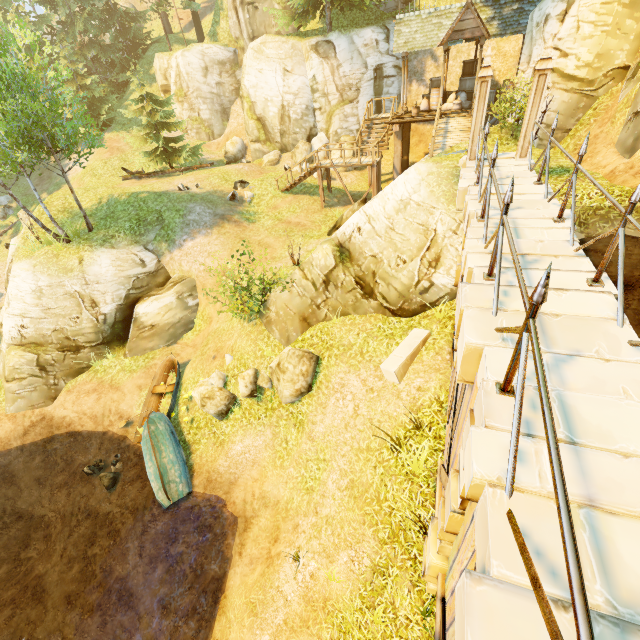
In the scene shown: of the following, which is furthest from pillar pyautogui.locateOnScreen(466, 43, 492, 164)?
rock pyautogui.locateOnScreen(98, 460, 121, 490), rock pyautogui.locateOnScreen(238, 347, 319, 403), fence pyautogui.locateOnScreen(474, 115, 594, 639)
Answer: rock pyautogui.locateOnScreen(98, 460, 121, 490)

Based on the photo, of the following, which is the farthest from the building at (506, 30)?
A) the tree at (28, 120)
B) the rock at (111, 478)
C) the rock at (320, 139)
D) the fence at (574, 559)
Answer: the rock at (111, 478)

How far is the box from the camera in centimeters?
1845cm

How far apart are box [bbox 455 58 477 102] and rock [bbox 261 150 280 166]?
12.5m

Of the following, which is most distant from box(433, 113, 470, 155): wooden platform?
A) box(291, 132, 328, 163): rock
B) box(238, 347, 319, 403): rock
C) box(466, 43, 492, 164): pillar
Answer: box(238, 347, 319, 403): rock

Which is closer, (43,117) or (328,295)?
(328,295)

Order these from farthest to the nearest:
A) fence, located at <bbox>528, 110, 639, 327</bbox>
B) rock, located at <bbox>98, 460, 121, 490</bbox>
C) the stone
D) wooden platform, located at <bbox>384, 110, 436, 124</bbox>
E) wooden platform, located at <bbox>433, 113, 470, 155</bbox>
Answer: wooden platform, located at <bbox>384, 110, 436, 124</bbox> → wooden platform, located at <bbox>433, 113, 470, 155</bbox> → rock, located at <bbox>98, 460, 121, 490</bbox> → the stone → fence, located at <bbox>528, 110, 639, 327</bbox>

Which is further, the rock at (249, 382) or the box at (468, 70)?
the box at (468, 70)
